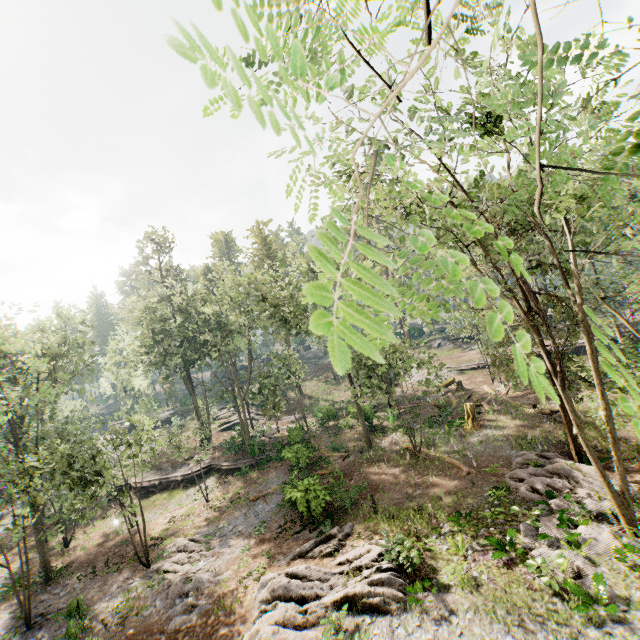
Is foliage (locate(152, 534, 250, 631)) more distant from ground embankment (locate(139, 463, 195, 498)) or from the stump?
the stump

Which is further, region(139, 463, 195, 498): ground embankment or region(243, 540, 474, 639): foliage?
region(139, 463, 195, 498): ground embankment

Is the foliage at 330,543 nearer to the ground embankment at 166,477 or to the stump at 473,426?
the ground embankment at 166,477

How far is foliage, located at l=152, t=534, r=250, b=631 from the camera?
14.8 meters

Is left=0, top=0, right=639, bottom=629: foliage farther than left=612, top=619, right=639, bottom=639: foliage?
No

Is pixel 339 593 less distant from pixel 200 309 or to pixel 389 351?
pixel 389 351

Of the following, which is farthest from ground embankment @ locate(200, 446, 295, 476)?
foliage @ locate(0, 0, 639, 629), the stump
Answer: the stump
